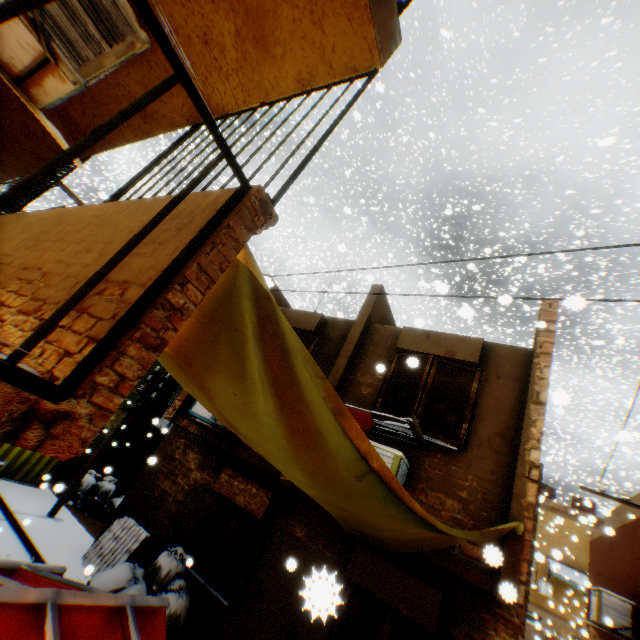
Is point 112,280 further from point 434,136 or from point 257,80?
point 434,136

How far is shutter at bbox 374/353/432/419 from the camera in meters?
5.9 m

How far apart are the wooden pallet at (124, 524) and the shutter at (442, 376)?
6.6 meters

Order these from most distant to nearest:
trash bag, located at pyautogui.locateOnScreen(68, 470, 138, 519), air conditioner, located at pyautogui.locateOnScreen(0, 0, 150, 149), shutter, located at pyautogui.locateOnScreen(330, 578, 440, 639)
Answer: trash bag, located at pyautogui.locateOnScreen(68, 470, 138, 519) < shutter, located at pyautogui.locateOnScreen(330, 578, 440, 639) < air conditioner, located at pyautogui.locateOnScreen(0, 0, 150, 149)

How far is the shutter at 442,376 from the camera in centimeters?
549cm

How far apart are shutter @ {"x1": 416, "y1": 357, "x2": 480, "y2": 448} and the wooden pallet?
6.6m

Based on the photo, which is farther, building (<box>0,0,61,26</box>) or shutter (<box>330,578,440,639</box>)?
shutter (<box>330,578,440,639</box>)
